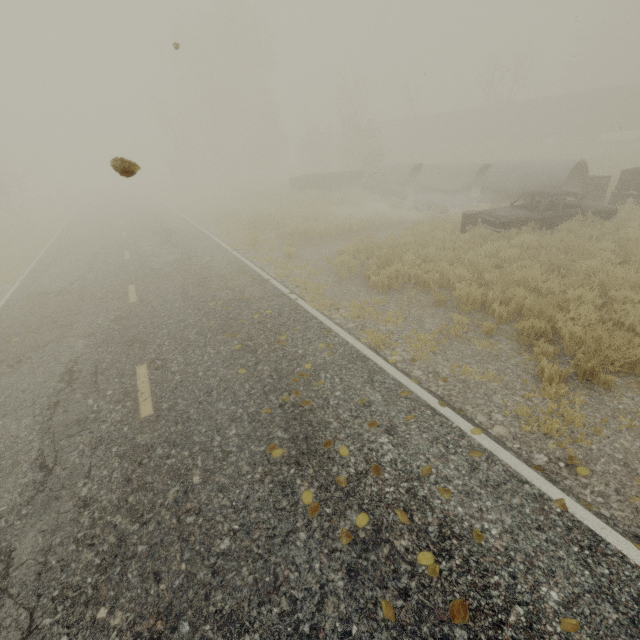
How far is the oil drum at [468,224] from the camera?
A: 10.9 meters

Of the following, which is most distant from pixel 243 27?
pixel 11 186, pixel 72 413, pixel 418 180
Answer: pixel 72 413

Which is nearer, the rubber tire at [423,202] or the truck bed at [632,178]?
the truck bed at [632,178]

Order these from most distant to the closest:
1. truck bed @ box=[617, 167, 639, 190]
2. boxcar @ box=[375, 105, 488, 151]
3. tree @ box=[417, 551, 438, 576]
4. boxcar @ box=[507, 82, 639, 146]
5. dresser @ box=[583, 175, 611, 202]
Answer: boxcar @ box=[375, 105, 488, 151] < boxcar @ box=[507, 82, 639, 146] < dresser @ box=[583, 175, 611, 202] < truck bed @ box=[617, 167, 639, 190] < tree @ box=[417, 551, 438, 576]

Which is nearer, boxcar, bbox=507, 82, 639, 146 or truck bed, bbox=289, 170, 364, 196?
truck bed, bbox=289, 170, 364, 196

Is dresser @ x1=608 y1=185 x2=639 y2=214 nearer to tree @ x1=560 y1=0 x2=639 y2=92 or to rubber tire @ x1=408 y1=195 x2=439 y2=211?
rubber tire @ x1=408 y1=195 x2=439 y2=211

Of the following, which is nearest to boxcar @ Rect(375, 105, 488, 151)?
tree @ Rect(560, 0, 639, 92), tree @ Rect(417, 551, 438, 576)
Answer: tree @ Rect(560, 0, 639, 92)

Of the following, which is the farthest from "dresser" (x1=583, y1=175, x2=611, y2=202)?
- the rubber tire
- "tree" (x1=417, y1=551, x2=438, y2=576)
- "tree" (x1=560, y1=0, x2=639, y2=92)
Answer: "tree" (x1=560, y1=0, x2=639, y2=92)
